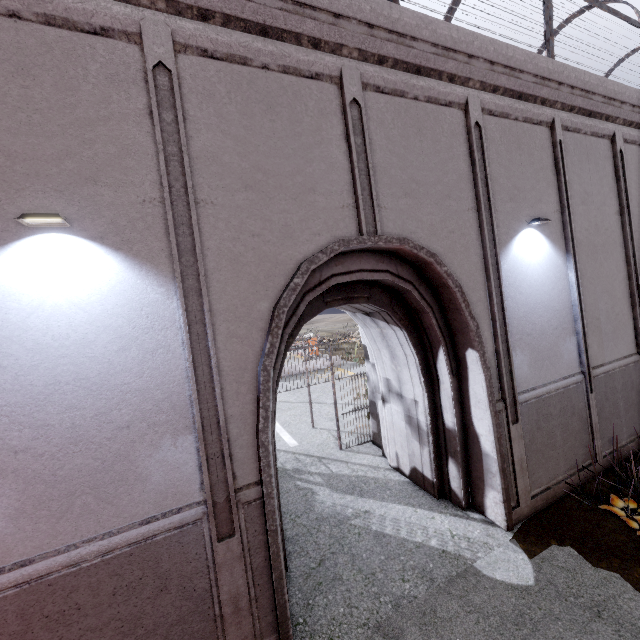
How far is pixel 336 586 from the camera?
4.7m
